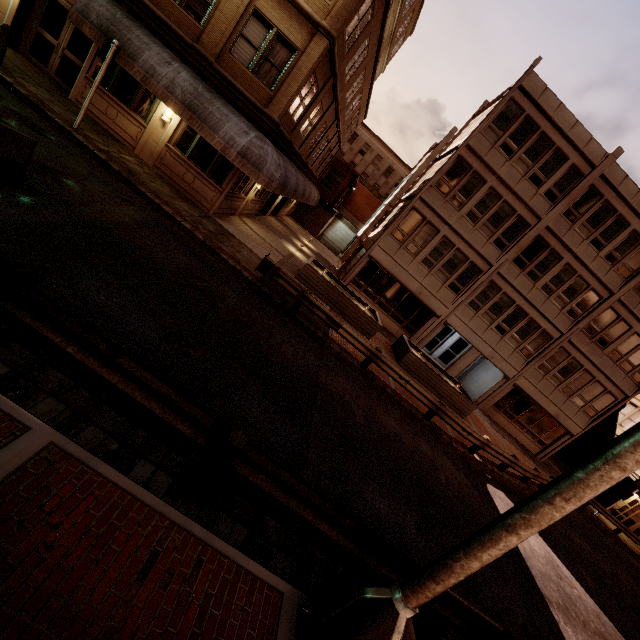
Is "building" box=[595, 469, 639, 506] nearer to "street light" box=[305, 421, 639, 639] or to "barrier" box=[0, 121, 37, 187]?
"street light" box=[305, 421, 639, 639]

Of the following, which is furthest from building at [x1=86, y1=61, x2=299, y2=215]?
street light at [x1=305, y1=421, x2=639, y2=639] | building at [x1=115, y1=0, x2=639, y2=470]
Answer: street light at [x1=305, y1=421, x2=639, y2=639]

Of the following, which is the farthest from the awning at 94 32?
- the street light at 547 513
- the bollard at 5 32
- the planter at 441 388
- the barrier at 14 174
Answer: the street light at 547 513

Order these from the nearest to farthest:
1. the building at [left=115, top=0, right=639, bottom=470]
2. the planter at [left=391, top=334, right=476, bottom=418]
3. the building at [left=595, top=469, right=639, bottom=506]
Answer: the building at [left=115, top=0, right=639, bottom=470], the planter at [left=391, top=334, right=476, bottom=418], the building at [left=595, top=469, right=639, bottom=506]

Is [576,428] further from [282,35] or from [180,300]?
[282,35]

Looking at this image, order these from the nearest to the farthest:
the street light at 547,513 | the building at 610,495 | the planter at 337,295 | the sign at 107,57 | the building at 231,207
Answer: the street light at 547,513, the sign at 107,57, the building at 231,207, the planter at 337,295, the building at 610,495

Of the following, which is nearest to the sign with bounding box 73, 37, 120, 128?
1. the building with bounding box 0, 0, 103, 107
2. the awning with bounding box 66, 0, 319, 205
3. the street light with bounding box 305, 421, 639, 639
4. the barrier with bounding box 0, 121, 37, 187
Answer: the awning with bounding box 66, 0, 319, 205

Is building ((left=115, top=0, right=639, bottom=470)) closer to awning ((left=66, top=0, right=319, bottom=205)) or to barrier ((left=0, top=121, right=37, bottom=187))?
awning ((left=66, top=0, right=319, bottom=205))
